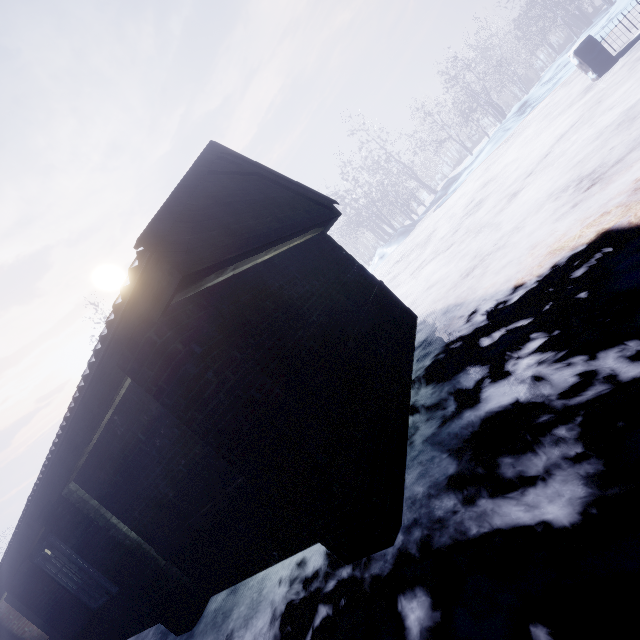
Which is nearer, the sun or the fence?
the fence

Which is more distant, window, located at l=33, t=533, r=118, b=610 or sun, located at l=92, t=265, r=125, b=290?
sun, located at l=92, t=265, r=125, b=290

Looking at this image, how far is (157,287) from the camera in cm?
193

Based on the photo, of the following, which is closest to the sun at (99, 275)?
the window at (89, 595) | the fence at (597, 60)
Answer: the window at (89, 595)

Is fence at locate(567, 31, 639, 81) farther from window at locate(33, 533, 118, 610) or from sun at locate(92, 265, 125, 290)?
sun at locate(92, 265, 125, 290)

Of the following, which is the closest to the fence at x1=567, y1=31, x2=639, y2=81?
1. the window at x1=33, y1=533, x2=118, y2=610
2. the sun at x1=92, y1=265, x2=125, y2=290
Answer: the window at x1=33, y1=533, x2=118, y2=610

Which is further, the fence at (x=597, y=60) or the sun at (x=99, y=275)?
the sun at (x=99, y=275)
